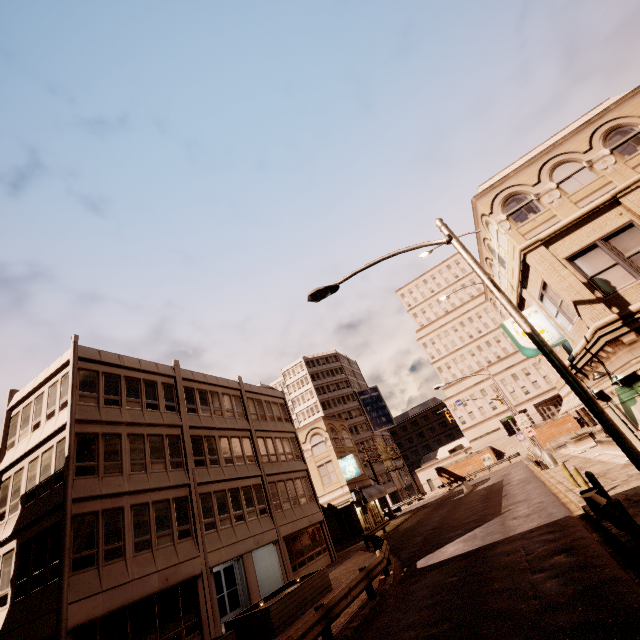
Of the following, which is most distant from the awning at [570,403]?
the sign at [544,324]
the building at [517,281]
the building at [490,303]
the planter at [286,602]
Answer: the planter at [286,602]

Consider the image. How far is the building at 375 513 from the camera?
36.9 meters

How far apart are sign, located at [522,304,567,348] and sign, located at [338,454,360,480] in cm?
2728

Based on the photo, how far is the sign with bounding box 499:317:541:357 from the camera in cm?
1318

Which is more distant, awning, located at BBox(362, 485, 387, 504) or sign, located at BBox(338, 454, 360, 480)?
sign, located at BBox(338, 454, 360, 480)

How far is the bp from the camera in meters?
54.7

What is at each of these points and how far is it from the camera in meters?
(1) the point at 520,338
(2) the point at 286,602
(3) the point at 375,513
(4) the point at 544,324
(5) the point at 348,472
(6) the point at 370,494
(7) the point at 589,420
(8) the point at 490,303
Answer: (1) sign, 13.5
(2) planter, 13.6
(3) building, 38.4
(4) sign, 13.2
(5) sign, 36.2
(6) awning, 36.1
(7) building, 30.9
(8) building, 40.9

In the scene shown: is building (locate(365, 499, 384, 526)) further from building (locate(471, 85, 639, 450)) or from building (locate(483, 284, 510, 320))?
building (locate(483, 284, 510, 320))
